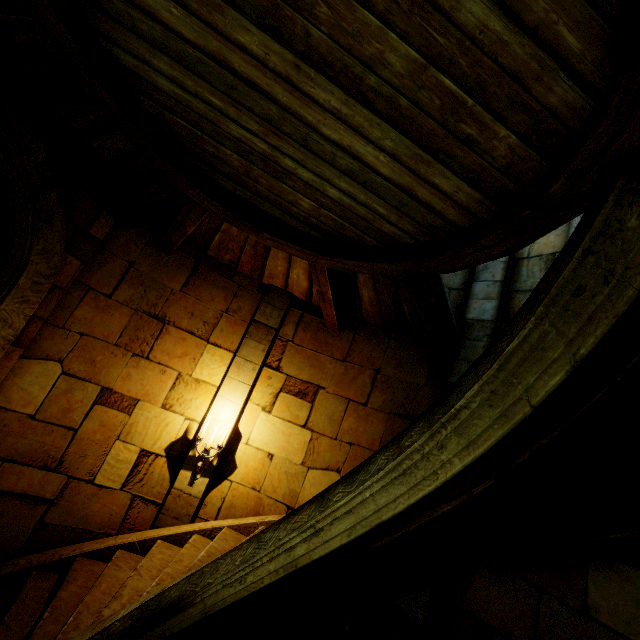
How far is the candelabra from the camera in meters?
5.0

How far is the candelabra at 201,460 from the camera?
5.0m

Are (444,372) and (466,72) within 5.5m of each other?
yes
